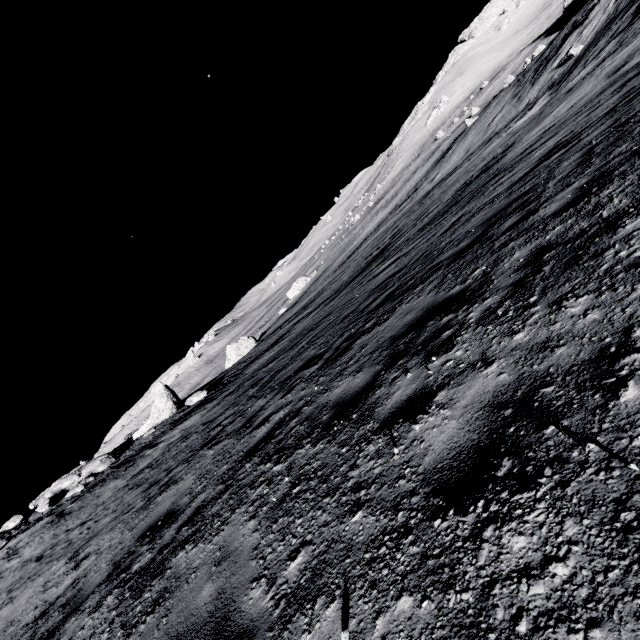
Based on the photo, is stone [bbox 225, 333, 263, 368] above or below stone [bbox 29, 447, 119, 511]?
below

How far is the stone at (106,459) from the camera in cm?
1579

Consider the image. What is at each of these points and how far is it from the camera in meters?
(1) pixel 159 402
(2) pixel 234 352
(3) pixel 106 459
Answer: (1) stone, 19.8
(2) stone, 43.8
(3) stone, 17.3

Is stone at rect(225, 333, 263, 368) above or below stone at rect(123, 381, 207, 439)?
below

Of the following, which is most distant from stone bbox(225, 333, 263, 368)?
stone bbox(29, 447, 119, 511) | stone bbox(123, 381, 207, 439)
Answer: stone bbox(29, 447, 119, 511)

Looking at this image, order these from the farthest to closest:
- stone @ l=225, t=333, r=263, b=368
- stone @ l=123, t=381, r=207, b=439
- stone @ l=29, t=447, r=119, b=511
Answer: stone @ l=225, t=333, r=263, b=368, stone @ l=123, t=381, r=207, b=439, stone @ l=29, t=447, r=119, b=511

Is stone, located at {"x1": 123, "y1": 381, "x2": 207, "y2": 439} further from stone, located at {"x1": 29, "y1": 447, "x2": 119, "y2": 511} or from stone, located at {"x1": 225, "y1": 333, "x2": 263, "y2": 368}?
stone, located at {"x1": 225, "y1": 333, "x2": 263, "y2": 368}

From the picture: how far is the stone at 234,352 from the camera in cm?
4359
